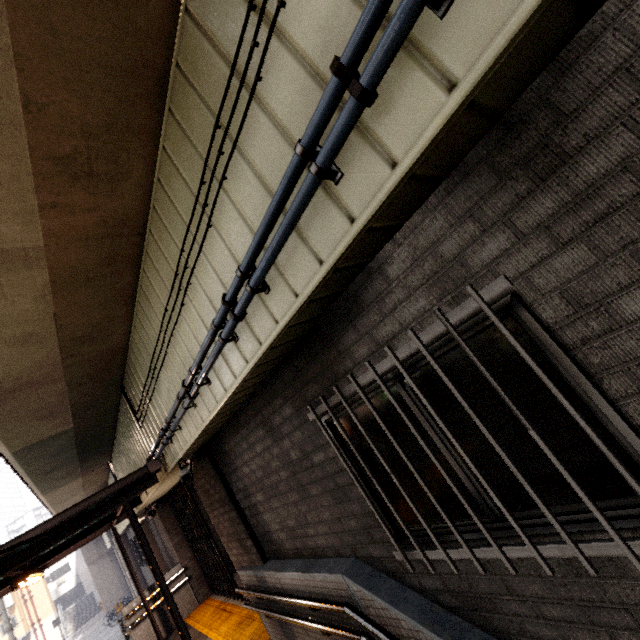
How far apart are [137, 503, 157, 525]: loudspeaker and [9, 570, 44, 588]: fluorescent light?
2.5 meters

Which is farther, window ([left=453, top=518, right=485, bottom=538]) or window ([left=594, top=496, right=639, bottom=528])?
window ([left=453, top=518, right=485, bottom=538])

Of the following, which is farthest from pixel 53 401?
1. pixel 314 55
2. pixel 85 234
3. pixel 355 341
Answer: pixel 314 55

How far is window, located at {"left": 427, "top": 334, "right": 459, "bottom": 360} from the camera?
1.72m

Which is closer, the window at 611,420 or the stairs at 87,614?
the window at 611,420

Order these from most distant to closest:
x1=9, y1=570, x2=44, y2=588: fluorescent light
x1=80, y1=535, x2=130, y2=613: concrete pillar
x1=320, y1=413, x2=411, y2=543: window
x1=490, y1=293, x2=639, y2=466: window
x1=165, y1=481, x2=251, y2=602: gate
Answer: x1=80, y1=535, x2=130, y2=613: concrete pillar → x1=165, y1=481, x2=251, y2=602: gate → x1=9, y1=570, x2=44, y2=588: fluorescent light → x1=320, y1=413, x2=411, y2=543: window → x1=490, y1=293, x2=639, y2=466: window

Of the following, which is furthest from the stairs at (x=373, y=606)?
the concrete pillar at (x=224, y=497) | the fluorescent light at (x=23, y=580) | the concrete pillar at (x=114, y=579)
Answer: the concrete pillar at (x=114, y=579)

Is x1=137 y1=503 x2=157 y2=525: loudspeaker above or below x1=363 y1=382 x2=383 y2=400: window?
above
